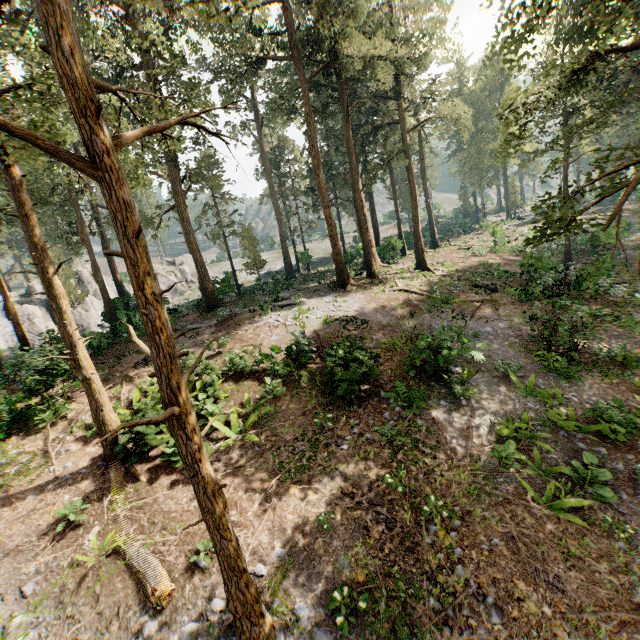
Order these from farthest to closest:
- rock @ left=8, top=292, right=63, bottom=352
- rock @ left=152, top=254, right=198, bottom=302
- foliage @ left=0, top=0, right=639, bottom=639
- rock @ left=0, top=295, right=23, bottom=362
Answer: rock @ left=152, top=254, right=198, bottom=302
rock @ left=8, top=292, right=63, bottom=352
rock @ left=0, top=295, right=23, bottom=362
foliage @ left=0, top=0, right=639, bottom=639

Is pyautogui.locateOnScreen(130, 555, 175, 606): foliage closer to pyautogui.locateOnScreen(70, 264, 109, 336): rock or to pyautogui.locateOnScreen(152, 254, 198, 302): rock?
pyautogui.locateOnScreen(70, 264, 109, 336): rock

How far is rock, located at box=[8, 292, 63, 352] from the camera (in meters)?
18.83

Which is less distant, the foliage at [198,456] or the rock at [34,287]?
the foliage at [198,456]

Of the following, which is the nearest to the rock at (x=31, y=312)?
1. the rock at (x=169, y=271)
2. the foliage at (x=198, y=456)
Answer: the foliage at (x=198, y=456)

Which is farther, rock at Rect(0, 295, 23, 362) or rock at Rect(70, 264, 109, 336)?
rock at Rect(70, 264, 109, 336)

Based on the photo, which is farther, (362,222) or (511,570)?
(362,222)
